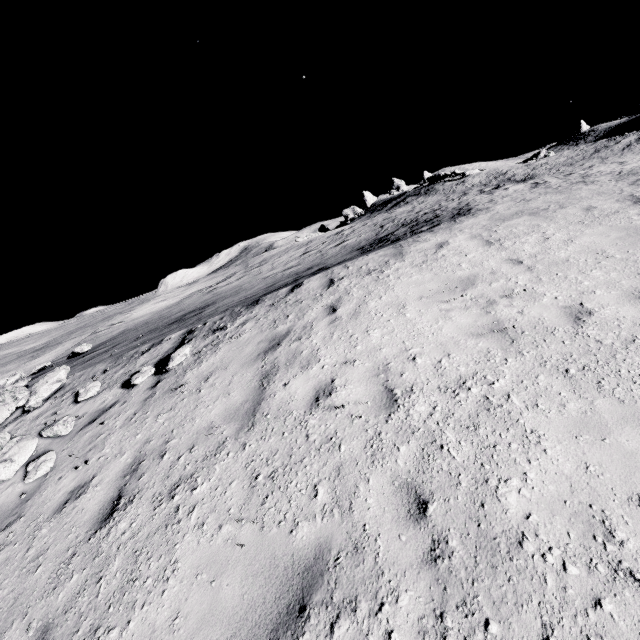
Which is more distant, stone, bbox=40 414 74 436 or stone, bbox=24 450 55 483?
stone, bbox=40 414 74 436

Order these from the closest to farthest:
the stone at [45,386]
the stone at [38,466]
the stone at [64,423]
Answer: the stone at [38,466], the stone at [64,423], the stone at [45,386]

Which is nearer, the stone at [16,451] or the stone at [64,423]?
the stone at [16,451]

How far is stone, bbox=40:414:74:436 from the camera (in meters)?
6.29

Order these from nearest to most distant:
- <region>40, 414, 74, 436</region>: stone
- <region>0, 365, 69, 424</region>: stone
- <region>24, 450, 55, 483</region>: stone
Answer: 1. <region>24, 450, 55, 483</region>: stone
2. <region>40, 414, 74, 436</region>: stone
3. <region>0, 365, 69, 424</region>: stone

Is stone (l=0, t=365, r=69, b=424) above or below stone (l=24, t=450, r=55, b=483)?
above

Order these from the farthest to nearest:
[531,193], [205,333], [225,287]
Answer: [225,287] → [531,193] → [205,333]
